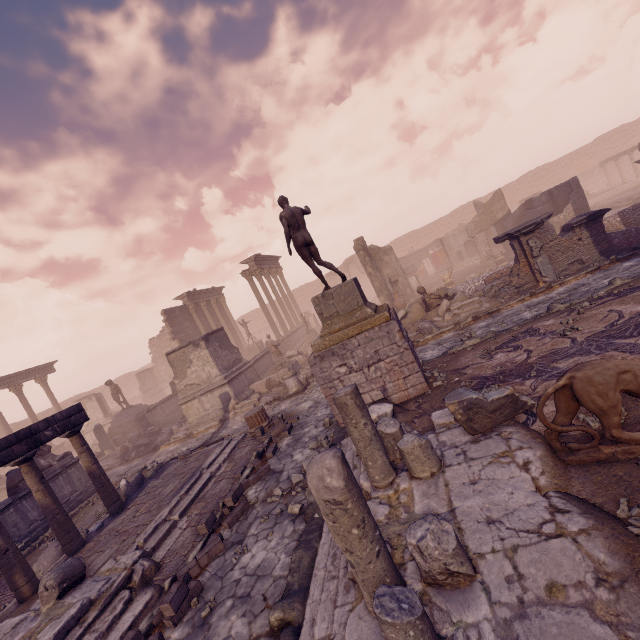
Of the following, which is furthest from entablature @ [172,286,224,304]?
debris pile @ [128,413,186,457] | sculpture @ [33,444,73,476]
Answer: sculpture @ [33,444,73,476]

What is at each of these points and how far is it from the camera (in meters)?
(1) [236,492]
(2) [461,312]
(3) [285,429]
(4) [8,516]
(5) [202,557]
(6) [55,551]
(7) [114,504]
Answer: (1) stone blocks, 6.82
(2) debris pile, 12.08
(3) stone blocks, 9.44
(4) building, 10.05
(5) stone blocks, 5.50
(6) debris pile, 7.86
(7) column, 8.50

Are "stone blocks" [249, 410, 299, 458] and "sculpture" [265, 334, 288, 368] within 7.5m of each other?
yes

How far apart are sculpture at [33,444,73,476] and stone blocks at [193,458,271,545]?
8.3 meters

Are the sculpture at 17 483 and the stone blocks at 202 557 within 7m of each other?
no

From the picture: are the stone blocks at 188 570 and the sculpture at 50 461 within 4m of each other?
no

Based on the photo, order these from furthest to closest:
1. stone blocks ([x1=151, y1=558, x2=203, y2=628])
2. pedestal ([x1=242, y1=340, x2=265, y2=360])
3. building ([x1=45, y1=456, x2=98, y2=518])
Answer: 1. pedestal ([x1=242, y1=340, x2=265, y2=360])
2. building ([x1=45, y1=456, x2=98, y2=518])
3. stone blocks ([x1=151, y1=558, x2=203, y2=628])

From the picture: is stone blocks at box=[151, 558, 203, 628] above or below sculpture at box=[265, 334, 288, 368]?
below
